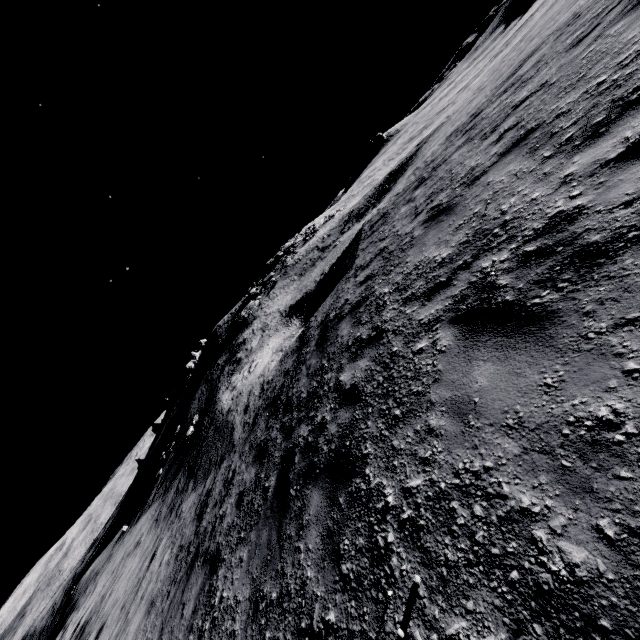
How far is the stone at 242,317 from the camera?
35.61m

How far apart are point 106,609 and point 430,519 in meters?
17.0

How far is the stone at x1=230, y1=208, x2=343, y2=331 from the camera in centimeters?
3561cm
